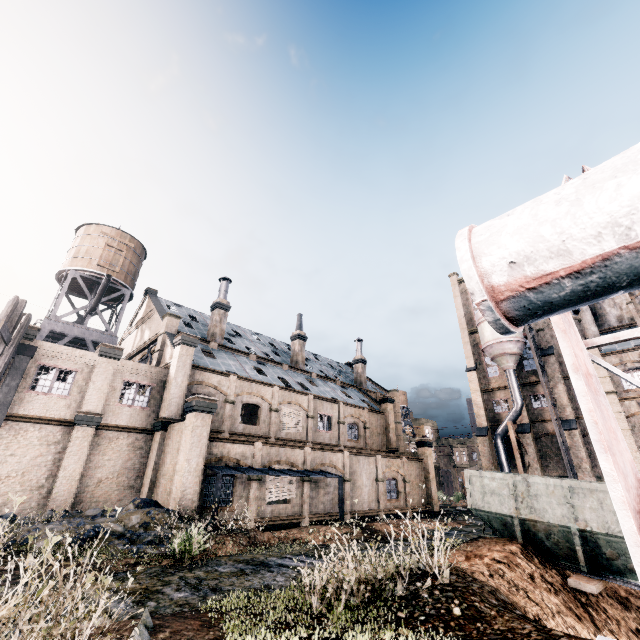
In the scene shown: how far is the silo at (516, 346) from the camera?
37.4m

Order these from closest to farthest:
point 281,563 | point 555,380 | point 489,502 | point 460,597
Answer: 1. point 460,597
2. point 281,563
3. point 489,502
4. point 555,380

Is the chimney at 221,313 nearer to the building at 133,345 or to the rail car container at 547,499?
the building at 133,345

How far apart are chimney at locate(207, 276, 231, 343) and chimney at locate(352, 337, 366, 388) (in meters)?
22.03

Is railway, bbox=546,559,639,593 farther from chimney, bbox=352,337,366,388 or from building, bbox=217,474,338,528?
chimney, bbox=352,337,366,388

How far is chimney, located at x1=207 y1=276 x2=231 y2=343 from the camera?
32.5m

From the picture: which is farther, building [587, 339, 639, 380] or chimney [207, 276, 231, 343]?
chimney [207, 276, 231, 343]

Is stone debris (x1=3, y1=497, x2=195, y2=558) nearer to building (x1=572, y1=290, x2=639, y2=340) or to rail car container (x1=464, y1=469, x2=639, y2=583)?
building (x1=572, y1=290, x2=639, y2=340)
